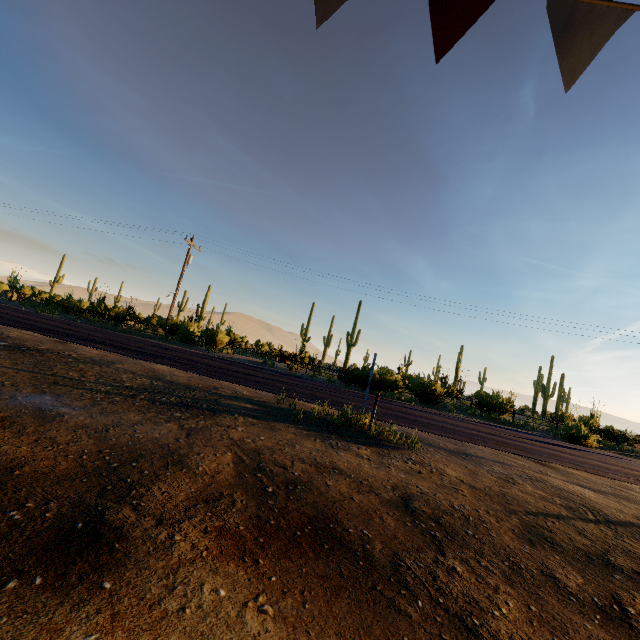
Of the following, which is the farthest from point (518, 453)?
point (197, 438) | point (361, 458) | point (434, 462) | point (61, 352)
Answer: point (61, 352)
